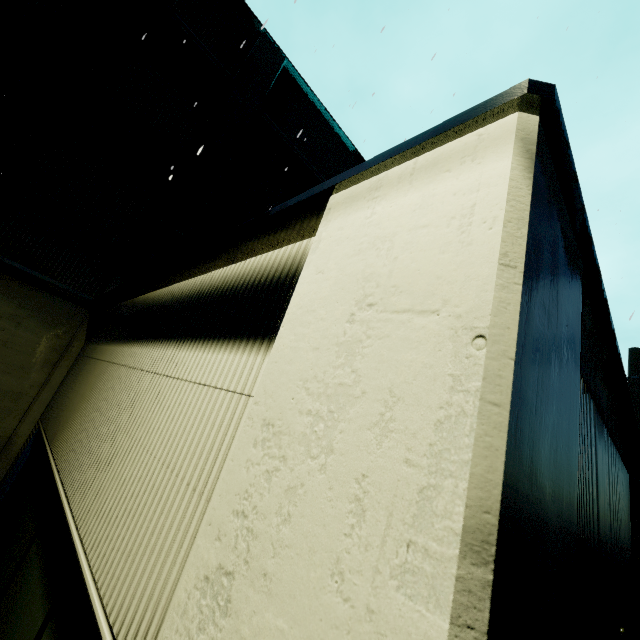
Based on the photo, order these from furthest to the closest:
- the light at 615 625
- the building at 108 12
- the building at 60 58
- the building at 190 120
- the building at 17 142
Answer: the building at 108 12, the building at 60 58, the building at 17 142, the light at 615 625, the building at 190 120

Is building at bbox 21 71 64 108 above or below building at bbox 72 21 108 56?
below

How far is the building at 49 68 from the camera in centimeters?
658cm

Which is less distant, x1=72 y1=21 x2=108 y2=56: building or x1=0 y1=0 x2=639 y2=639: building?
x1=0 y1=0 x2=639 y2=639: building

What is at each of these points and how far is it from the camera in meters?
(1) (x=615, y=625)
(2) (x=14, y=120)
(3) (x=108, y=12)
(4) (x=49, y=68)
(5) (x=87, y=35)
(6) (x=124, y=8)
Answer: (1) light, 3.1 m
(2) building, 6.2 m
(3) building, 7.6 m
(4) building, 6.7 m
(5) building, 7.1 m
(6) building, 7.8 m

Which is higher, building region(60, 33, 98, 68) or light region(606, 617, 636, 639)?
building region(60, 33, 98, 68)

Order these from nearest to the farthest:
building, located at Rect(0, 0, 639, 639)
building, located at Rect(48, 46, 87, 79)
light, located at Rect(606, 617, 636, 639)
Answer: building, located at Rect(0, 0, 639, 639) < light, located at Rect(606, 617, 636, 639) < building, located at Rect(48, 46, 87, 79)
